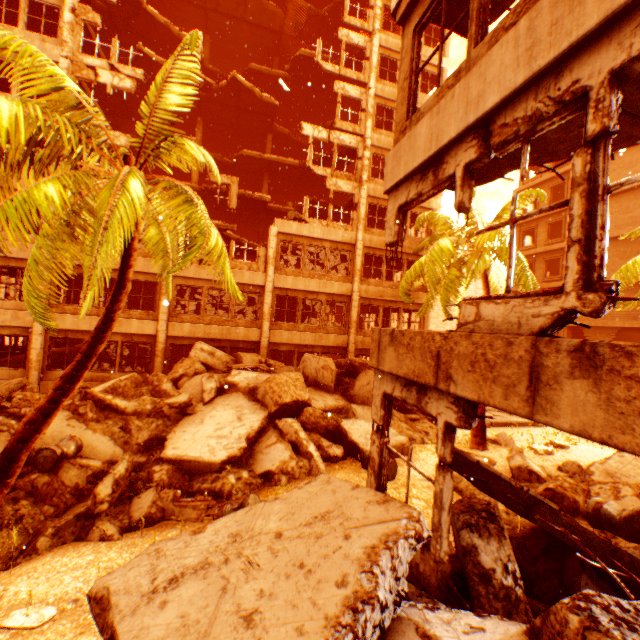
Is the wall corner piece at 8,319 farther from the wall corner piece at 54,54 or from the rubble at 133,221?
the rubble at 133,221

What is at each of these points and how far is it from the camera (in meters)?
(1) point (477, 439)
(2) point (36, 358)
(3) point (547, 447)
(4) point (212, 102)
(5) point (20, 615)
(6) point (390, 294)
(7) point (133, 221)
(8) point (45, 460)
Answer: (1) rubble, 11.32
(2) pillar, 14.23
(3) rubble, 10.78
(4) floor rubble, 21.27
(5) rubble, 4.30
(6) wall corner piece, 19.30
(7) rubble, 4.75
(8) metal barrel, 7.22

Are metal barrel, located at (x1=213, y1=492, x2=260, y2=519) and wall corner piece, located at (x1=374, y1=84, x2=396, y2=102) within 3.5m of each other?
no

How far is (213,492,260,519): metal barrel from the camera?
6.8m

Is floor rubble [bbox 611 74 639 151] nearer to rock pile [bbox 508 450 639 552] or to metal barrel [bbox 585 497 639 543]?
rock pile [bbox 508 450 639 552]

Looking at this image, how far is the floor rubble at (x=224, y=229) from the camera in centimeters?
1669cm

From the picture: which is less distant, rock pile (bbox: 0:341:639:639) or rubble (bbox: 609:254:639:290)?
rock pile (bbox: 0:341:639:639)

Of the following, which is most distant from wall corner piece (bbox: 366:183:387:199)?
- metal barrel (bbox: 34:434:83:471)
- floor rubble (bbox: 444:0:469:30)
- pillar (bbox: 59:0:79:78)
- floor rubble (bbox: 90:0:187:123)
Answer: metal barrel (bbox: 34:434:83:471)
